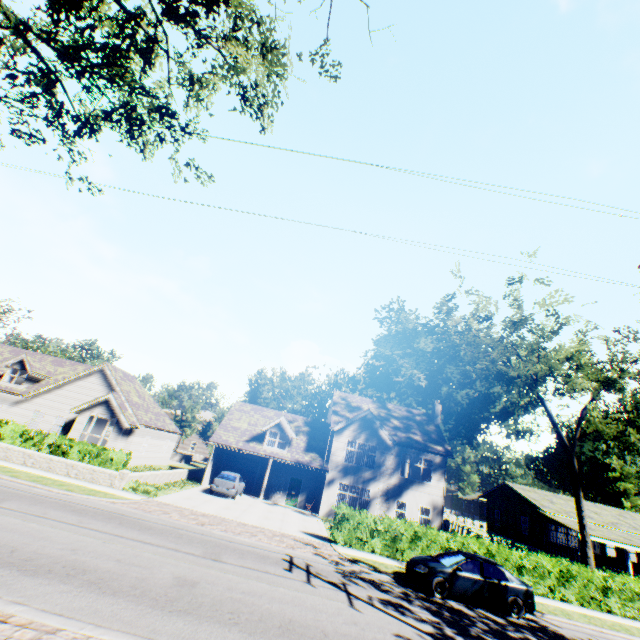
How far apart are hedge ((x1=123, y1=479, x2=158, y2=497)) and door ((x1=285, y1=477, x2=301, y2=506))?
12.4 meters

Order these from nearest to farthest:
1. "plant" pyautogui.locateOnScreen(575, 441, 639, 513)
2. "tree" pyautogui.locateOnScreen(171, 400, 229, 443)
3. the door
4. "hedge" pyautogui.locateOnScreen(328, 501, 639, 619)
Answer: "hedge" pyautogui.locateOnScreen(328, 501, 639, 619)
the door
"tree" pyautogui.locateOnScreen(171, 400, 229, 443)
"plant" pyautogui.locateOnScreen(575, 441, 639, 513)

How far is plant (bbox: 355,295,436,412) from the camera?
54.1m

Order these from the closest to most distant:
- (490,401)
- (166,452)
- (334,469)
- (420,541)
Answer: (420,541), (334,469), (166,452), (490,401)

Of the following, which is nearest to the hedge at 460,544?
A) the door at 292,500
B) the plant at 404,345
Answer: the door at 292,500

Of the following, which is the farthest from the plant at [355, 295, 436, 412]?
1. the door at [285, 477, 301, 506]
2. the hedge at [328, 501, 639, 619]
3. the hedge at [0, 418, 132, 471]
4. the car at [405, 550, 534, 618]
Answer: the car at [405, 550, 534, 618]

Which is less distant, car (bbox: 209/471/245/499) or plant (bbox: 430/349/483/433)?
car (bbox: 209/471/245/499)

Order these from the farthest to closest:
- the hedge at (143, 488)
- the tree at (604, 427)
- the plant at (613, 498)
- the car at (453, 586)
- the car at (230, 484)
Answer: the plant at (613, 498) → the car at (230, 484) → the tree at (604, 427) → the hedge at (143, 488) → the car at (453, 586)
